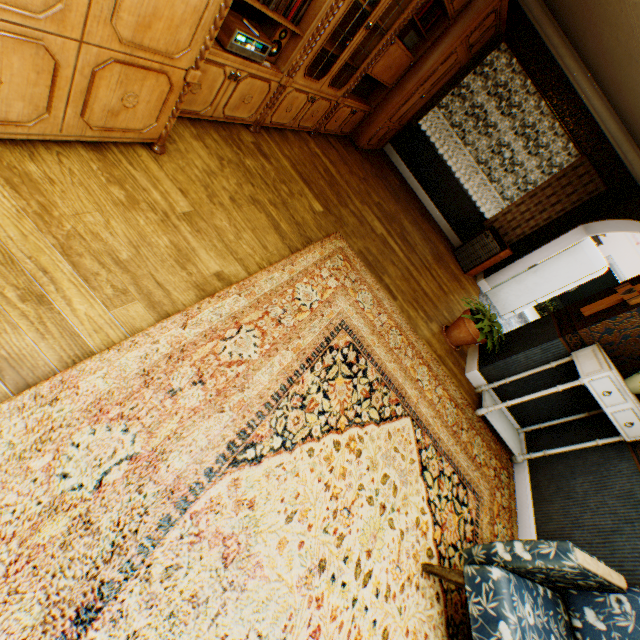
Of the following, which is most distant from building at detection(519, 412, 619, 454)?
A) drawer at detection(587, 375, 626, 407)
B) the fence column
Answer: the fence column

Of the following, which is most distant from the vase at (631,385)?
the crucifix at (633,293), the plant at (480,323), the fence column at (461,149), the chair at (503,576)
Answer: the fence column at (461,149)

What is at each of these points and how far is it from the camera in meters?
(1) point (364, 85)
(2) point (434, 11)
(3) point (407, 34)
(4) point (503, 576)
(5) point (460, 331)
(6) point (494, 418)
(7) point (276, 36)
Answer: (1) book row, 4.6
(2) book row, 4.0
(3) amplifier, 3.8
(4) chair, 1.6
(5) flower pot, 4.1
(6) cabinet, 3.8
(7) speaker, 2.6

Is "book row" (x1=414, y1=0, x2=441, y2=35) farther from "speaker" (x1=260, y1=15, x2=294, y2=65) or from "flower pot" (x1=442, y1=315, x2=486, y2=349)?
"flower pot" (x1=442, y1=315, x2=486, y2=349)

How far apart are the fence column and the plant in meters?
19.7

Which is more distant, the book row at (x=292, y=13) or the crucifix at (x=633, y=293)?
the crucifix at (x=633, y=293)

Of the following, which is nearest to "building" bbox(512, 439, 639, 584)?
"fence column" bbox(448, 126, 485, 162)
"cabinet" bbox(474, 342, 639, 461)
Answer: "cabinet" bbox(474, 342, 639, 461)

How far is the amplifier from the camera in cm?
382
